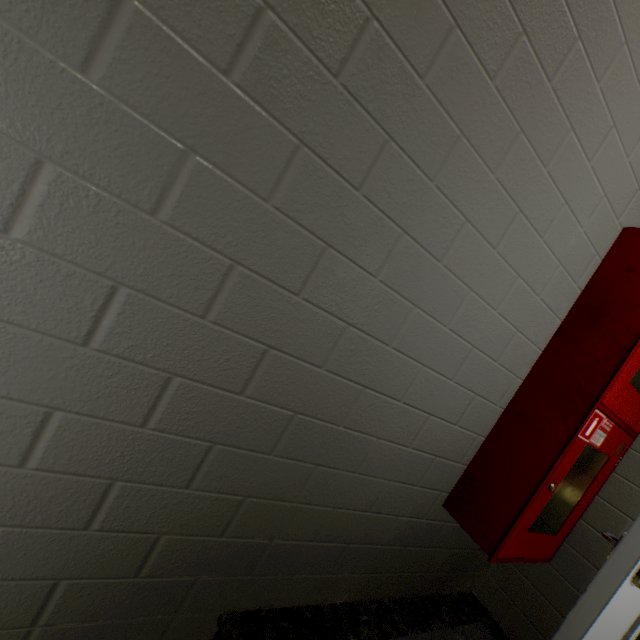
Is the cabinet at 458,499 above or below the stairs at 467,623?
above

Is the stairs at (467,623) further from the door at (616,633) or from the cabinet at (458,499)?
the cabinet at (458,499)

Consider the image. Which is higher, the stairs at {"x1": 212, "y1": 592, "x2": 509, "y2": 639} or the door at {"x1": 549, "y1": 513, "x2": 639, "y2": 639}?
the door at {"x1": 549, "y1": 513, "x2": 639, "y2": 639}

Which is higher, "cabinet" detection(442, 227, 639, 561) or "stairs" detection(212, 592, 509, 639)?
"cabinet" detection(442, 227, 639, 561)

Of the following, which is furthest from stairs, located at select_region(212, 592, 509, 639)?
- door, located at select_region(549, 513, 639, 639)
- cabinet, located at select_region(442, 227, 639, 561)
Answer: cabinet, located at select_region(442, 227, 639, 561)

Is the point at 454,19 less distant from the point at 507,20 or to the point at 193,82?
the point at 507,20

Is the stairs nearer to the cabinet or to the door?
the door
